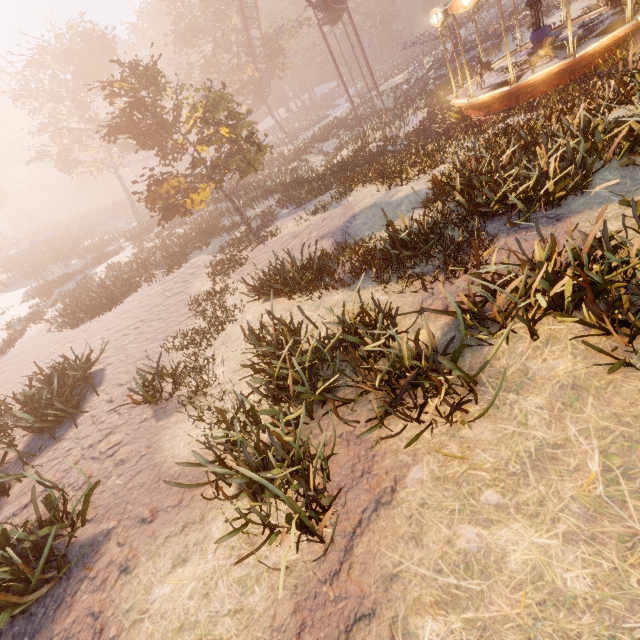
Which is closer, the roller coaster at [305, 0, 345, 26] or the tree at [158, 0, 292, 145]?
the roller coaster at [305, 0, 345, 26]

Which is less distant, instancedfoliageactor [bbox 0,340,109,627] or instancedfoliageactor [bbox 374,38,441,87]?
instancedfoliageactor [bbox 0,340,109,627]

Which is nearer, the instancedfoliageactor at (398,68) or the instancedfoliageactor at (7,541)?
the instancedfoliageactor at (7,541)

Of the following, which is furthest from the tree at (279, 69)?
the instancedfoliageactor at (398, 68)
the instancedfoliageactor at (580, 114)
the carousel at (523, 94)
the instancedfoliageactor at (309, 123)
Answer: the carousel at (523, 94)

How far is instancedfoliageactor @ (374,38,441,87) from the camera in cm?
4078

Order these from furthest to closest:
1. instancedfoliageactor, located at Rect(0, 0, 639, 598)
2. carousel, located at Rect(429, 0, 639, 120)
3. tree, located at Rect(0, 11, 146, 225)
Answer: tree, located at Rect(0, 11, 146, 225), carousel, located at Rect(429, 0, 639, 120), instancedfoliageactor, located at Rect(0, 0, 639, 598)

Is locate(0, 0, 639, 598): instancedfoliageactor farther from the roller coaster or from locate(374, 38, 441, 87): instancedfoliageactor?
locate(374, 38, 441, 87): instancedfoliageactor

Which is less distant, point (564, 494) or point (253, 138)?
point (564, 494)
